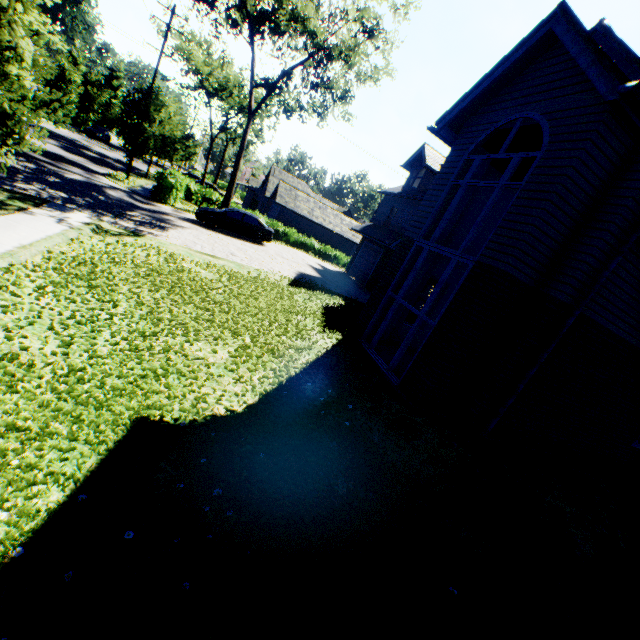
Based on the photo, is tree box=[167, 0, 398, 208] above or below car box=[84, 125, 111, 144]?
above

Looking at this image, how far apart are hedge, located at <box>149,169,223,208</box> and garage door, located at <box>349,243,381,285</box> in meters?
13.6 m

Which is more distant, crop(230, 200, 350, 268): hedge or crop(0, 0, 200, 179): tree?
crop(230, 200, 350, 268): hedge

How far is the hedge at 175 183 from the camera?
21.30m

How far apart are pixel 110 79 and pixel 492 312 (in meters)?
73.23

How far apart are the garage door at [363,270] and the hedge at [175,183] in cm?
1364

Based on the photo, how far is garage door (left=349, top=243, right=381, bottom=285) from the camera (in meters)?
23.66

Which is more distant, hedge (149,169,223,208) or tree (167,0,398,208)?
tree (167,0,398,208)
